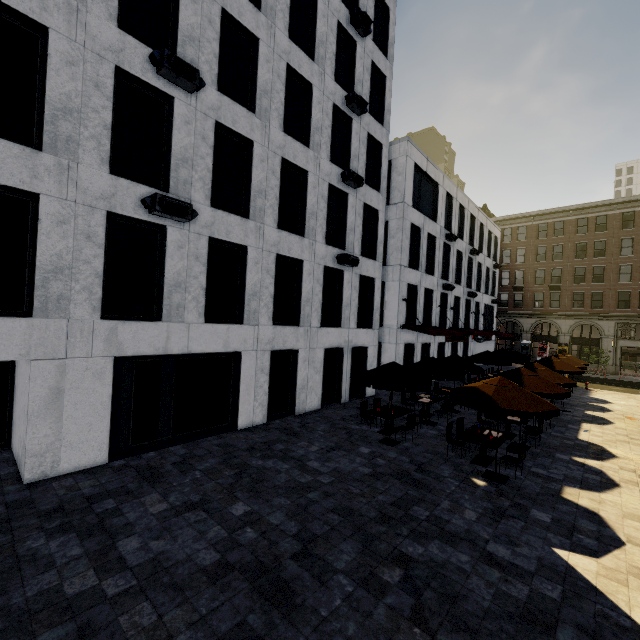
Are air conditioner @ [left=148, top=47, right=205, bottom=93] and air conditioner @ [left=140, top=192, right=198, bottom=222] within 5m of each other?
yes

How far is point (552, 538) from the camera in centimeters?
677cm

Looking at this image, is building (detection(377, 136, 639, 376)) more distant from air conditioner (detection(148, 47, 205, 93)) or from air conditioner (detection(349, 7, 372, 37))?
air conditioner (detection(349, 7, 372, 37))

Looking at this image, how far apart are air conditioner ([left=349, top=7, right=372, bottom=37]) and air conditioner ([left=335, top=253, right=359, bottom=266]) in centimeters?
1117cm

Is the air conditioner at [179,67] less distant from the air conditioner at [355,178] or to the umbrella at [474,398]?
the air conditioner at [355,178]

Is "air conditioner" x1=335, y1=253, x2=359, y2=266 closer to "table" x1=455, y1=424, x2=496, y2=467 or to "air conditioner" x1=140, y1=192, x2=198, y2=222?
"air conditioner" x1=140, y1=192, x2=198, y2=222

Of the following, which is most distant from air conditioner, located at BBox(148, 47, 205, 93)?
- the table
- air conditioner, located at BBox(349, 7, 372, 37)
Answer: the table

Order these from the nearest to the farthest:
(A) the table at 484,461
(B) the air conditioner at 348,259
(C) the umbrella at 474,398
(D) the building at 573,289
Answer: (C) the umbrella at 474,398 → (A) the table at 484,461 → (B) the air conditioner at 348,259 → (D) the building at 573,289
